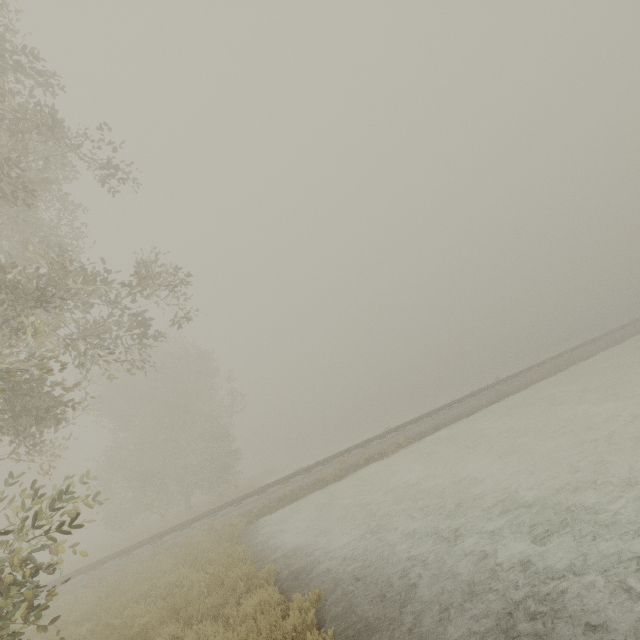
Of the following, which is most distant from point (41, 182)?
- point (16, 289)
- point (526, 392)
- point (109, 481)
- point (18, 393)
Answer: point (109, 481)
